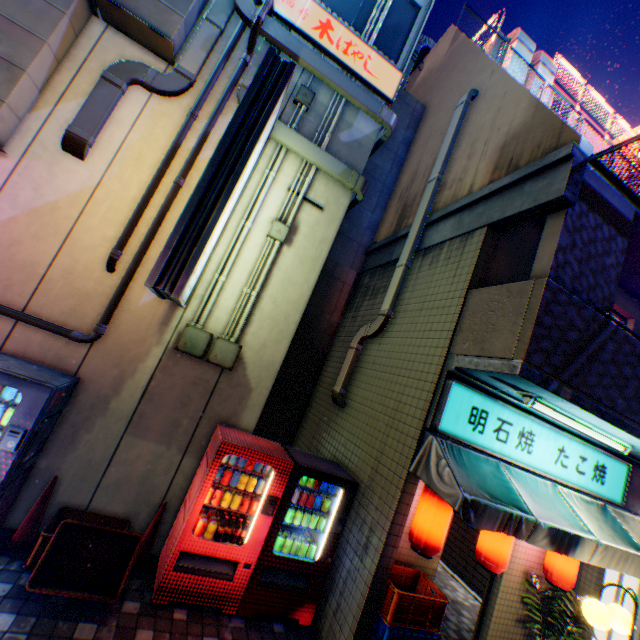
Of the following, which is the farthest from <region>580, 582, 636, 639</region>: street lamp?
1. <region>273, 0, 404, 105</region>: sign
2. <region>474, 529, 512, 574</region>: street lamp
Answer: <region>273, 0, 404, 105</region>: sign

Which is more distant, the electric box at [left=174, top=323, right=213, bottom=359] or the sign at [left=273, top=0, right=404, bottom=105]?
the sign at [left=273, top=0, right=404, bottom=105]

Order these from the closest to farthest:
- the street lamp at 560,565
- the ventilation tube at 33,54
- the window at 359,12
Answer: the ventilation tube at 33,54 < the street lamp at 560,565 < the window at 359,12

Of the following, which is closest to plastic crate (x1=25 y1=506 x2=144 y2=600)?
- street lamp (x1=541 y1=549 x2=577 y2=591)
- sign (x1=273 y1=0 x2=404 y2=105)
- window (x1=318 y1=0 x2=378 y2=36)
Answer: street lamp (x1=541 y1=549 x2=577 y2=591)

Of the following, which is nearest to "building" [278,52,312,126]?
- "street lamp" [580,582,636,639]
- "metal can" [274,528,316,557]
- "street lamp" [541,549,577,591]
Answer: "metal can" [274,528,316,557]

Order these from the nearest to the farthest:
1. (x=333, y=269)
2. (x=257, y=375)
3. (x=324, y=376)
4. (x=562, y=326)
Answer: (x=562, y=326), (x=257, y=375), (x=324, y=376), (x=333, y=269)

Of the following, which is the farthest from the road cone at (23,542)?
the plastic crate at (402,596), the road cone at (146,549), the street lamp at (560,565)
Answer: the street lamp at (560,565)

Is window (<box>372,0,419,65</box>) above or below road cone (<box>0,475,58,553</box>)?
above
